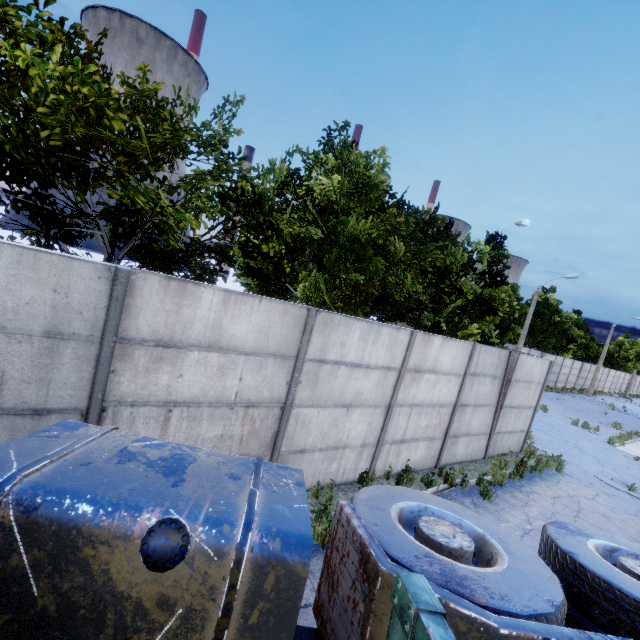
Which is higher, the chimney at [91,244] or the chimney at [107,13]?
the chimney at [107,13]

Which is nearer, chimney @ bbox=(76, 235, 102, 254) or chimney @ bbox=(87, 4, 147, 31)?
chimney @ bbox=(76, 235, 102, 254)

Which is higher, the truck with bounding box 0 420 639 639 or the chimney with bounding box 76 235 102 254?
the truck with bounding box 0 420 639 639

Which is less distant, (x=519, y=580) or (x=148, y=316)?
(x=519, y=580)

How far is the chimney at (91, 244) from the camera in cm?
5719

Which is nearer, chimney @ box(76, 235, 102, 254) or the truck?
the truck
